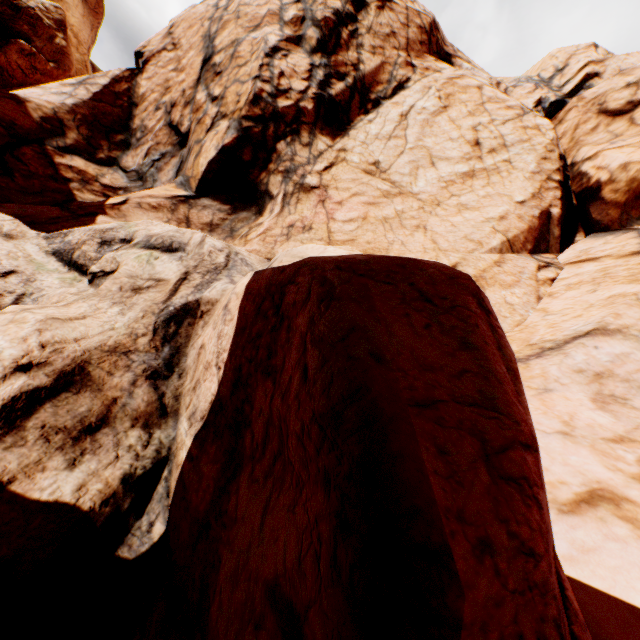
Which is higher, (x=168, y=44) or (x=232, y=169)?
(x=168, y=44)
